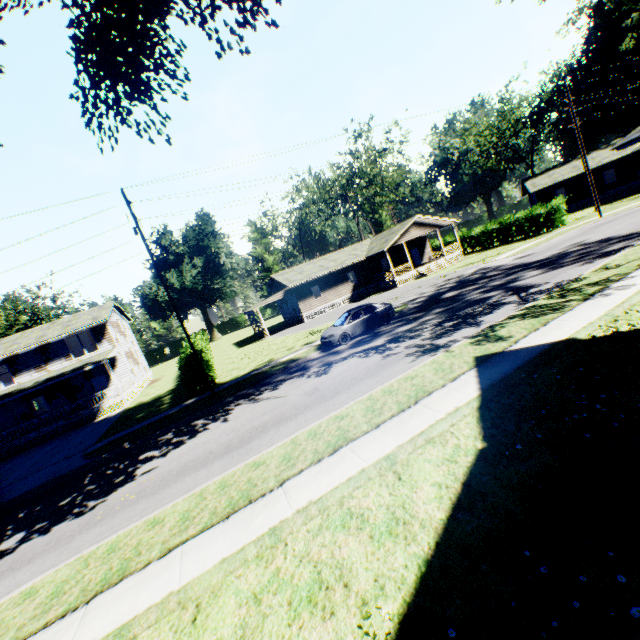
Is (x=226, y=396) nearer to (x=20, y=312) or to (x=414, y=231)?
(x=414, y=231)

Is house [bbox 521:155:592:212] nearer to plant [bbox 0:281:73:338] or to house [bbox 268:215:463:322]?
house [bbox 268:215:463:322]

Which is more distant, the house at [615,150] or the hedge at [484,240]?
the hedge at [484,240]

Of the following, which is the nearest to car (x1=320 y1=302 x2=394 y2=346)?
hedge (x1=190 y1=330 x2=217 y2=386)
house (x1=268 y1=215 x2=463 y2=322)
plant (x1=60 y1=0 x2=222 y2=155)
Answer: hedge (x1=190 y1=330 x2=217 y2=386)

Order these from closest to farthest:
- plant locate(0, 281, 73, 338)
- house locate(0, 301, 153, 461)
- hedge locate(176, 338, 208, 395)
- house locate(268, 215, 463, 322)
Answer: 1. hedge locate(176, 338, 208, 395)
2. house locate(0, 301, 153, 461)
3. house locate(268, 215, 463, 322)
4. plant locate(0, 281, 73, 338)

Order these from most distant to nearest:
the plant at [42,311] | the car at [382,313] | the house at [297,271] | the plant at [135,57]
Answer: the plant at [42,311] < the house at [297,271] < the car at [382,313] < the plant at [135,57]

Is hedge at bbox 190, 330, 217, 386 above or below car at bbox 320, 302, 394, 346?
above

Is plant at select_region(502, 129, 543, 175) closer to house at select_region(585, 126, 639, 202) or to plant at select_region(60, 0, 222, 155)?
house at select_region(585, 126, 639, 202)
